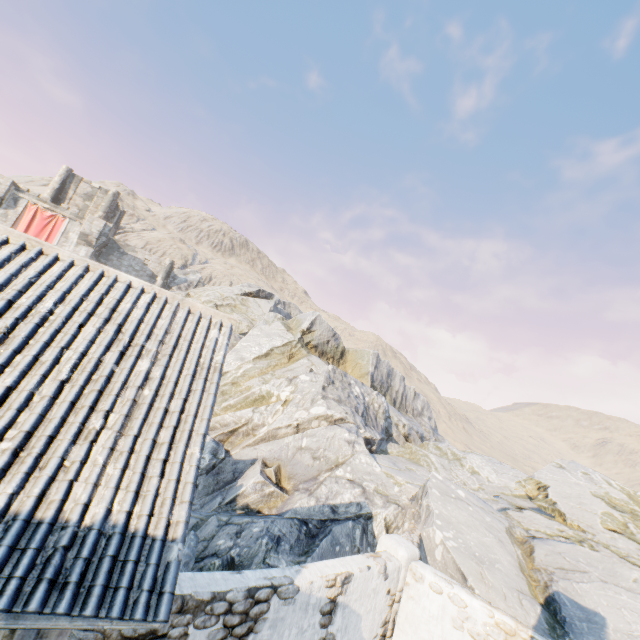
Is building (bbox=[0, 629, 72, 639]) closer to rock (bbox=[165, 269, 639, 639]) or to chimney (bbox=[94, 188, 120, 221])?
rock (bbox=[165, 269, 639, 639])

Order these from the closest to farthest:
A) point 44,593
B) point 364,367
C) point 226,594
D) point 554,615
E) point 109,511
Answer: point 44,593, point 109,511, point 226,594, point 554,615, point 364,367

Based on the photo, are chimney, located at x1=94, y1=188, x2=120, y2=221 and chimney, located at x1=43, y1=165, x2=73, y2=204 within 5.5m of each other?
yes

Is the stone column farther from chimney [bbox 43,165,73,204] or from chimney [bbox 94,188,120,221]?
chimney [bbox 43,165,73,204]

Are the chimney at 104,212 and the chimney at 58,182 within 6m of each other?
yes

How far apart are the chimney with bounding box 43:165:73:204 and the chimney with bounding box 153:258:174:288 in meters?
11.9

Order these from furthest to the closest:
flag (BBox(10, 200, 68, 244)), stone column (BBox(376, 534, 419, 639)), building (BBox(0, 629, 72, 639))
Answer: flag (BBox(10, 200, 68, 244)), stone column (BBox(376, 534, 419, 639)), building (BBox(0, 629, 72, 639))

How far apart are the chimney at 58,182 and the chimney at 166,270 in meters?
11.9
